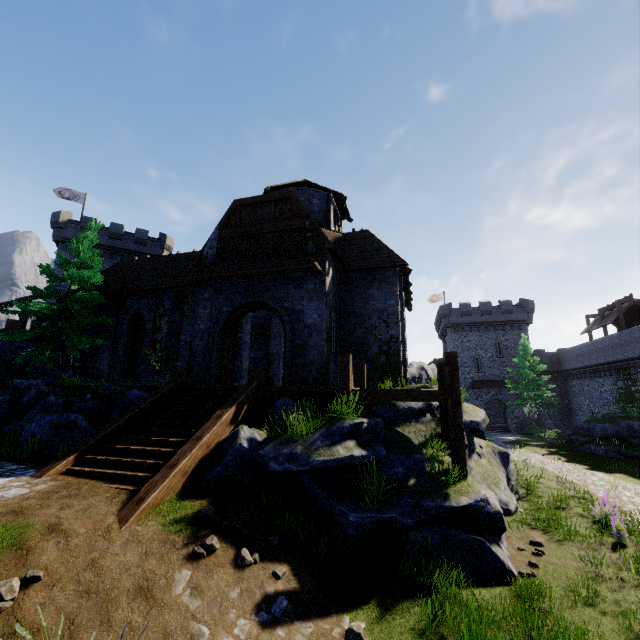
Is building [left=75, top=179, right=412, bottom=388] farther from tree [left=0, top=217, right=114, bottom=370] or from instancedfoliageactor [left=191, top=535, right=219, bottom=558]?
instancedfoliageactor [left=191, top=535, right=219, bottom=558]

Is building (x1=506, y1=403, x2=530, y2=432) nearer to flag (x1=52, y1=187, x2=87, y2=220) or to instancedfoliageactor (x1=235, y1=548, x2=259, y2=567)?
instancedfoliageactor (x1=235, y1=548, x2=259, y2=567)

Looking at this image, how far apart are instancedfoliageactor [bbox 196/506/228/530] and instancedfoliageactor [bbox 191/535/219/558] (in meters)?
0.34

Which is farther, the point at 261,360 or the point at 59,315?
the point at 261,360

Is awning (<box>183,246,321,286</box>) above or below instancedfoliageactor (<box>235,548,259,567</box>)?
above

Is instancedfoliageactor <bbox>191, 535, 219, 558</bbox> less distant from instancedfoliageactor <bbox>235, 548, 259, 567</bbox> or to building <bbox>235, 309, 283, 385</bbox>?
instancedfoliageactor <bbox>235, 548, 259, 567</bbox>

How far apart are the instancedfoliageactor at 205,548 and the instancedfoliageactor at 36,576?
1.9 meters

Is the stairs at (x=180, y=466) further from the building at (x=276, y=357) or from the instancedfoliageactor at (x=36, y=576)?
the building at (x=276, y=357)
